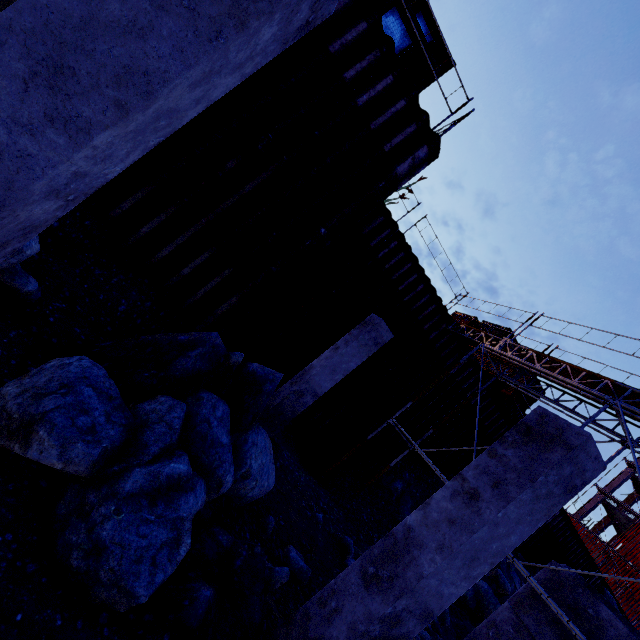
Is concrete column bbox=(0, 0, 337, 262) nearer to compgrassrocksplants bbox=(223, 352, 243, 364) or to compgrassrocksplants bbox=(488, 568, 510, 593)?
compgrassrocksplants bbox=(223, 352, 243, 364)

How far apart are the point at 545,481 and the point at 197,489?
3.7m

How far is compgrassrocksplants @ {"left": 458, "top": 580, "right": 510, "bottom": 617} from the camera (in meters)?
11.54

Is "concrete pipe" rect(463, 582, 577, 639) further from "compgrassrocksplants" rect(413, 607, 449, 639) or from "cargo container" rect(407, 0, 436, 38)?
"cargo container" rect(407, 0, 436, 38)

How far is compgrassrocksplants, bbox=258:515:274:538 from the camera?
5.5 meters

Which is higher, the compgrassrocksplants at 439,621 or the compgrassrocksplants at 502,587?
the compgrassrocksplants at 502,587

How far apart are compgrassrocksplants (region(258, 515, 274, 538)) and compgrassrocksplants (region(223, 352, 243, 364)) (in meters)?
2.82

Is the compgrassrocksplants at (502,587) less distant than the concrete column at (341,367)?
No
